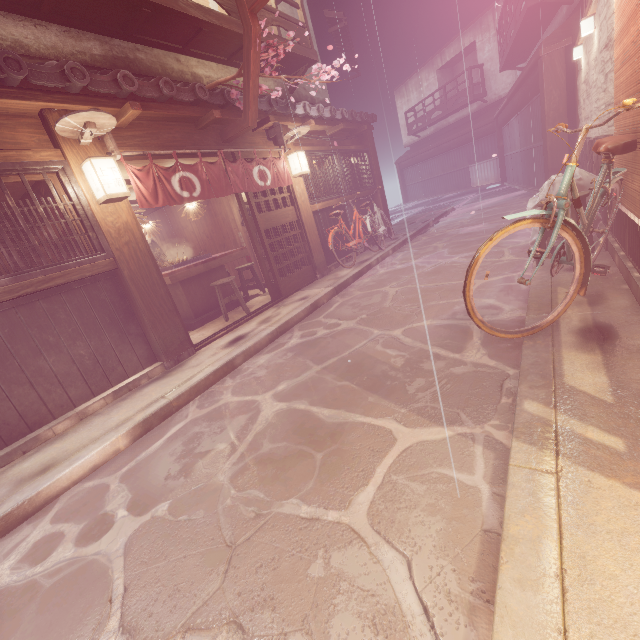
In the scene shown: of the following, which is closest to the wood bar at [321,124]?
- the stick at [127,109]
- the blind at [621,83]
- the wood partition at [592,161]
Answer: the stick at [127,109]

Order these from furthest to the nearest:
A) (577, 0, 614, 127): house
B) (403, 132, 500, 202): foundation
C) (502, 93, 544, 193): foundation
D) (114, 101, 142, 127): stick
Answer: (403, 132, 500, 202): foundation
(502, 93, 544, 193): foundation
(114, 101, 142, 127): stick
(577, 0, 614, 127): house

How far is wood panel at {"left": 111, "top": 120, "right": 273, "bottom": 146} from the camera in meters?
7.8

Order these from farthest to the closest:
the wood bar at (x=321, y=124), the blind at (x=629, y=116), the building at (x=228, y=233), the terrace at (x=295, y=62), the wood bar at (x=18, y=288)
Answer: the building at (x=228, y=233) < the terrace at (x=295, y=62) < the wood bar at (x=321, y=124) < the wood bar at (x=18, y=288) < the blind at (x=629, y=116)

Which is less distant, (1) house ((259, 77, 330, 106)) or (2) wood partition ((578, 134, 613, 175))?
(2) wood partition ((578, 134, 613, 175))

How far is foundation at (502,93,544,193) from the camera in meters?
17.4

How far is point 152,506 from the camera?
4.12m

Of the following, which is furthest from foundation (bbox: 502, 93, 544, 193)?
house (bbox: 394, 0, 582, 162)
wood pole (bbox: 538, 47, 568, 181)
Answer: house (bbox: 394, 0, 582, 162)
